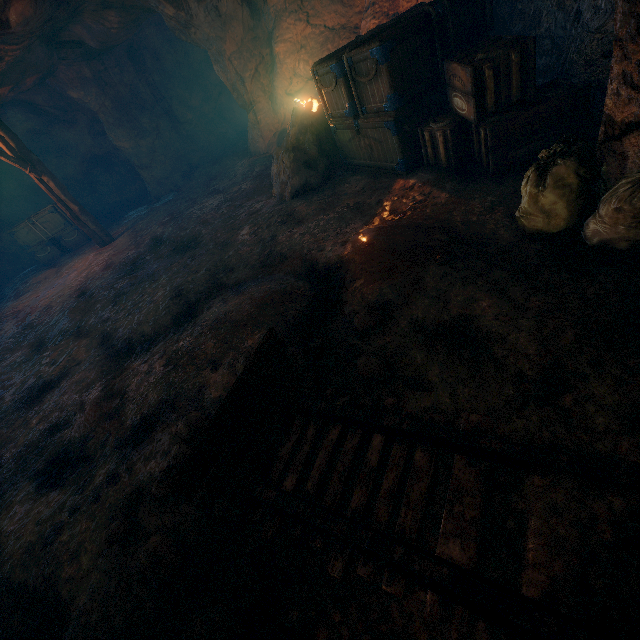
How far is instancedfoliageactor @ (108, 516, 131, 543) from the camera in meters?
2.4

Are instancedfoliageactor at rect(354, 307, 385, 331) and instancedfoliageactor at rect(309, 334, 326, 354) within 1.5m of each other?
yes

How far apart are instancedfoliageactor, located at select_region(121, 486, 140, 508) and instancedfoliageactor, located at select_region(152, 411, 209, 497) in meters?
0.2

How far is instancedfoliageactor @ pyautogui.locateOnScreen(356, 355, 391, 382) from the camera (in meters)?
2.62

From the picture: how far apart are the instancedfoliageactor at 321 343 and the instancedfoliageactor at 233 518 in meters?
0.3

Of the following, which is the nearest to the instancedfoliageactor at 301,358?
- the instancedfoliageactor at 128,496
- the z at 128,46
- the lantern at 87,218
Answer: the instancedfoliageactor at 128,496

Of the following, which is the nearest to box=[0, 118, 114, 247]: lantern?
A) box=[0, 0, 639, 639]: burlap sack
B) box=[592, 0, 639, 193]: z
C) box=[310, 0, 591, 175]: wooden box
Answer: box=[0, 0, 639, 639]: burlap sack

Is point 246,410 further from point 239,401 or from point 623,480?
point 623,480
